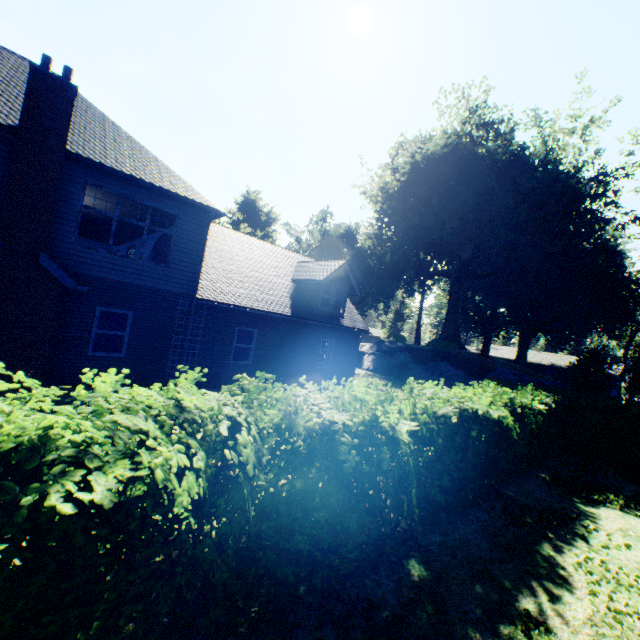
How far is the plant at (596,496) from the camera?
8.42m

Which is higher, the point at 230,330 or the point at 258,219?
the point at 258,219

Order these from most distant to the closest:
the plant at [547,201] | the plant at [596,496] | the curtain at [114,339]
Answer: the plant at [547,201]
the curtain at [114,339]
the plant at [596,496]

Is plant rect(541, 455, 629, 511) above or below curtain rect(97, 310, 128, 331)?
below

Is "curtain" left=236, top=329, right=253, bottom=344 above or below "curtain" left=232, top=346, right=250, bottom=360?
above

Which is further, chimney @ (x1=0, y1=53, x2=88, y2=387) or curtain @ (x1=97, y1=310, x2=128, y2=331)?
curtain @ (x1=97, y1=310, x2=128, y2=331)

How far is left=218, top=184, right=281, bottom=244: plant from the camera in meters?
43.5

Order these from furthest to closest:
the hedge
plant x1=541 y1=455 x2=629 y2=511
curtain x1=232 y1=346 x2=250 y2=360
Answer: A: curtain x1=232 y1=346 x2=250 y2=360 → plant x1=541 y1=455 x2=629 y2=511 → the hedge
